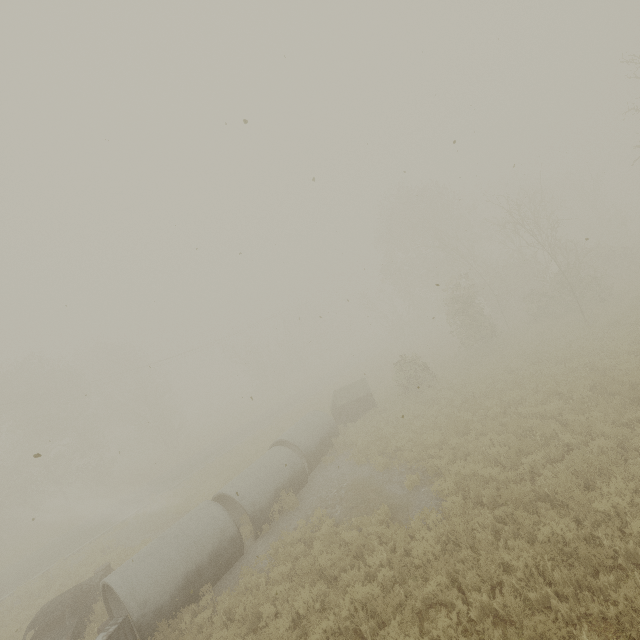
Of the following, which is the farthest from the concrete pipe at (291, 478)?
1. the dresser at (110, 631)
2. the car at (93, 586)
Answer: the car at (93, 586)

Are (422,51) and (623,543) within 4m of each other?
no

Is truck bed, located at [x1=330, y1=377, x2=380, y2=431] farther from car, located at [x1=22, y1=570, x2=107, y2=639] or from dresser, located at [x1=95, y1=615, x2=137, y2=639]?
dresser, located at [x1=95, y1=615, x2=137, y2=639]

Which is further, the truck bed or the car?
the truck bed

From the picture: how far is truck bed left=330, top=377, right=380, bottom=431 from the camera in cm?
1931

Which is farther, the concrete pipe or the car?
the car

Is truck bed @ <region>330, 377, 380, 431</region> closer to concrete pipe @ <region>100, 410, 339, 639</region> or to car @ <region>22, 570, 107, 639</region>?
concrete pipe @ <region>100, 410, 339, 639</region>

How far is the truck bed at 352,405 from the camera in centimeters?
1931cm
